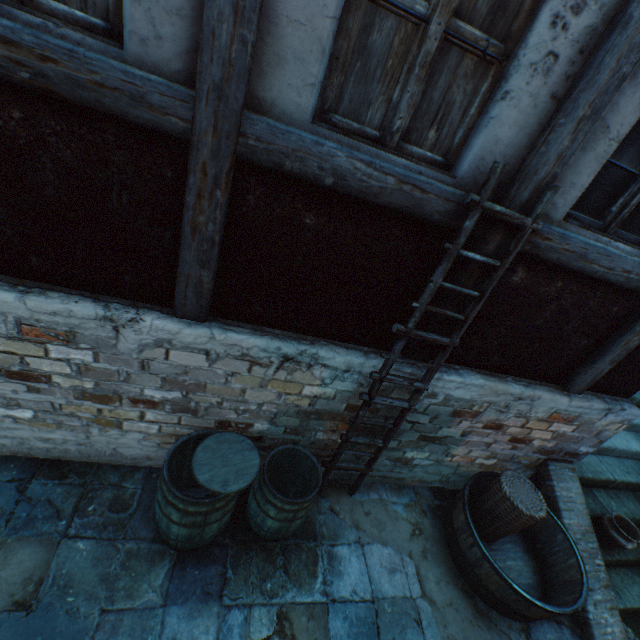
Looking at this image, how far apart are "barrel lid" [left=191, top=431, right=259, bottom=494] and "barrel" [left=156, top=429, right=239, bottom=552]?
0.03m

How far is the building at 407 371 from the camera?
2.92m

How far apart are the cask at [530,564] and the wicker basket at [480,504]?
0.1m

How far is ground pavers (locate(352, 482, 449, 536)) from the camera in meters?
3.9 m

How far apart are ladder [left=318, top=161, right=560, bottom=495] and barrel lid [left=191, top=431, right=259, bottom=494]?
0.88m

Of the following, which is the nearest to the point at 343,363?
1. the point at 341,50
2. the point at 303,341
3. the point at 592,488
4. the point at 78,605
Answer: the point at 303,341

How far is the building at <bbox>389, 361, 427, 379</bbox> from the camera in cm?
292

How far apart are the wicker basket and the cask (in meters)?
0.09
